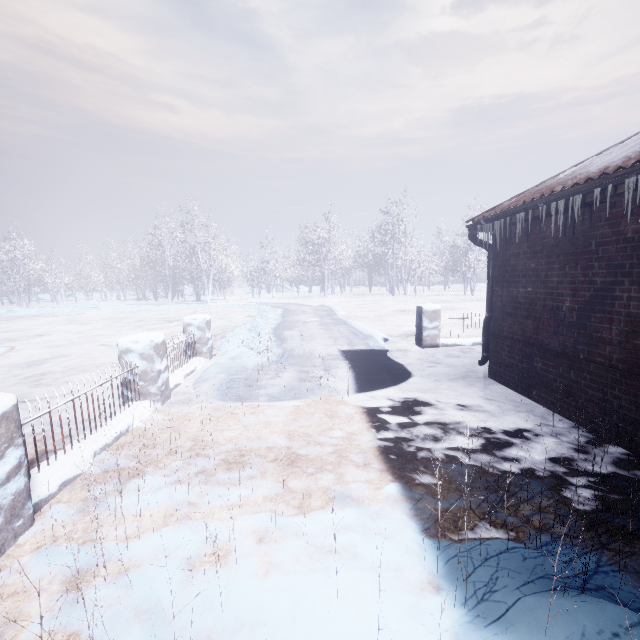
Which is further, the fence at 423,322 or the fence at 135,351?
the fence at 423,322

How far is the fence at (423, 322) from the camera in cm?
691

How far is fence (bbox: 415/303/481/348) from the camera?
6.91m

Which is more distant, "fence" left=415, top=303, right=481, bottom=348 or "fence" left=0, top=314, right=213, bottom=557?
"fence" left=415, top=303, right=481, bottom=348

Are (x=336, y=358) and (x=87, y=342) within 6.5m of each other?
no
